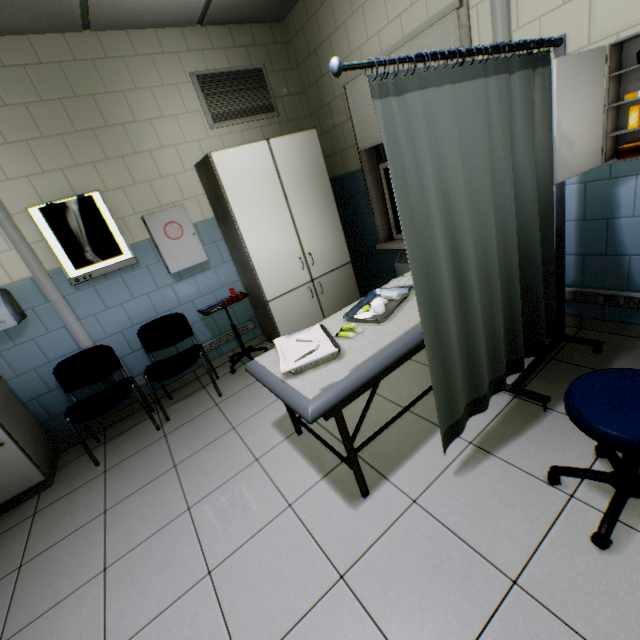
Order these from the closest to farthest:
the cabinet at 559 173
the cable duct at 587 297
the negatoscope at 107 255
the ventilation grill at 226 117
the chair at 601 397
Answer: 1. the chair at 601 397
2. the cabinet at 559 173
3. the cable duct at 587 297
4. the negatoscope at 107 255
5. the ventilation grill at 226 117

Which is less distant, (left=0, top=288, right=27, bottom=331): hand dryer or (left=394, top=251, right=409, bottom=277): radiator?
(left=0, top=288, right=27, bottom=331): hand dryer

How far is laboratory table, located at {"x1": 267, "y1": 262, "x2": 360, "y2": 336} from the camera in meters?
3.5

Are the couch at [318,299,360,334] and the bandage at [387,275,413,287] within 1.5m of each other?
yes

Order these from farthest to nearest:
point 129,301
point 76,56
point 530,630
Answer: point 129,301 → point 76,56 → point 530,630

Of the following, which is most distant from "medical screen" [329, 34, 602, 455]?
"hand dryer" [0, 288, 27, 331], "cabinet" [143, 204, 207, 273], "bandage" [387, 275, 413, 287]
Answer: "hand dryer" [0, 288, 27, 331]

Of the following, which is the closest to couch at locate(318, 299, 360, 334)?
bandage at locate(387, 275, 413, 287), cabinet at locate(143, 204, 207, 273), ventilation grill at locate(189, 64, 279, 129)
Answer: bandage at locate(387, 275, 413, 287)

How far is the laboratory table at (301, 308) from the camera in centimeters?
354cm
